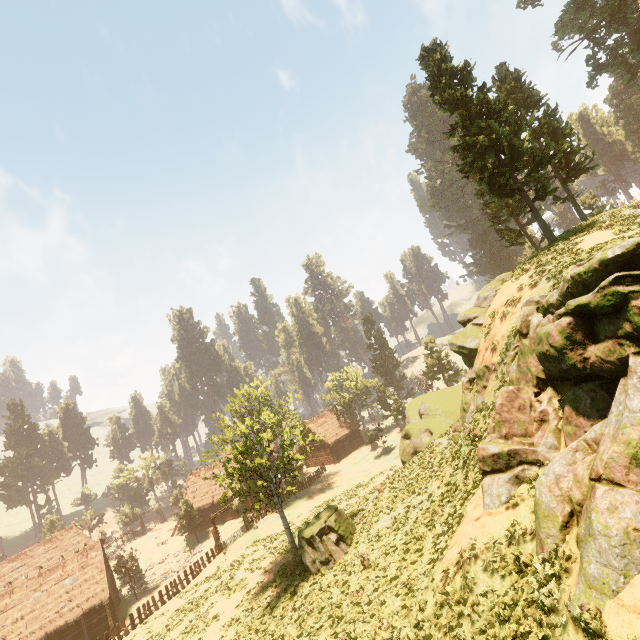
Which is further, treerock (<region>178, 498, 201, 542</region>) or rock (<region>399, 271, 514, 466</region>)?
treerock (<region>178, 498, 201, 542</region>)

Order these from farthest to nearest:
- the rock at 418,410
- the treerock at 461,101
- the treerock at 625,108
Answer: the treerock at 625,108 → the treerock at 461,101 → the rock at 418,410

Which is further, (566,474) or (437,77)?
(437,77)

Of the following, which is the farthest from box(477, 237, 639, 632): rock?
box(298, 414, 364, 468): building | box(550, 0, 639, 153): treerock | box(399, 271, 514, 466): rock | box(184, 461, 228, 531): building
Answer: box(298, 414, 364, 468): building

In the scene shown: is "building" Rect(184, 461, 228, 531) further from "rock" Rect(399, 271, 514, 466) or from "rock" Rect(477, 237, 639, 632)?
"rock" Rect(477, 237, 639, 632)

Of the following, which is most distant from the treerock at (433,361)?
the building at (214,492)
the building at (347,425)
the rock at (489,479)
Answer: the rock at (489,479)

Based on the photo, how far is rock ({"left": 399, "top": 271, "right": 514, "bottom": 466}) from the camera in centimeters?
1820cm

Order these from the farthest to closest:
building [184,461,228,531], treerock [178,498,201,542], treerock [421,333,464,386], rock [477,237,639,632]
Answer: treerock [421,333,464,386] → building [184,461,228,531] → treerock [178,498,201,542] → rock [477,237,639,632]
